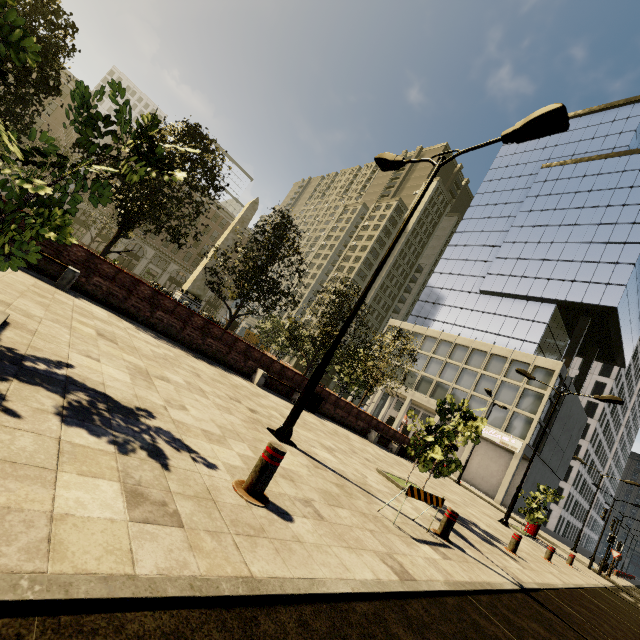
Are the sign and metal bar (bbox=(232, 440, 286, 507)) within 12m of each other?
no

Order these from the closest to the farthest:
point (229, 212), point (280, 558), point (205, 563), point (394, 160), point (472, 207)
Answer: point (205, 563), point (280, 558), point (394, 160), point (472, 207), point (229, 212)

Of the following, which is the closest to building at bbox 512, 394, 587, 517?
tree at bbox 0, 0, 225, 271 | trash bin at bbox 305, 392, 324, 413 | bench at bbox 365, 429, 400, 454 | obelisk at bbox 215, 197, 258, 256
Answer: tree at bbox 0, 0, 225, 271

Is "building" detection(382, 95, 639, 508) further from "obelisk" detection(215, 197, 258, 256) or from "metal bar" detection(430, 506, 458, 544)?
"obelisk" detection(215, 197, 258, 256)

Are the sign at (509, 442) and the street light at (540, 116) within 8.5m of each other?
no

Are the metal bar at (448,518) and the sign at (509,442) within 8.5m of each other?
no

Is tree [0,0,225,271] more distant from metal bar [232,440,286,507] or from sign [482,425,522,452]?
sign [482,425,522,452]

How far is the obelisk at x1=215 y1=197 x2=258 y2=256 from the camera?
26.31m
